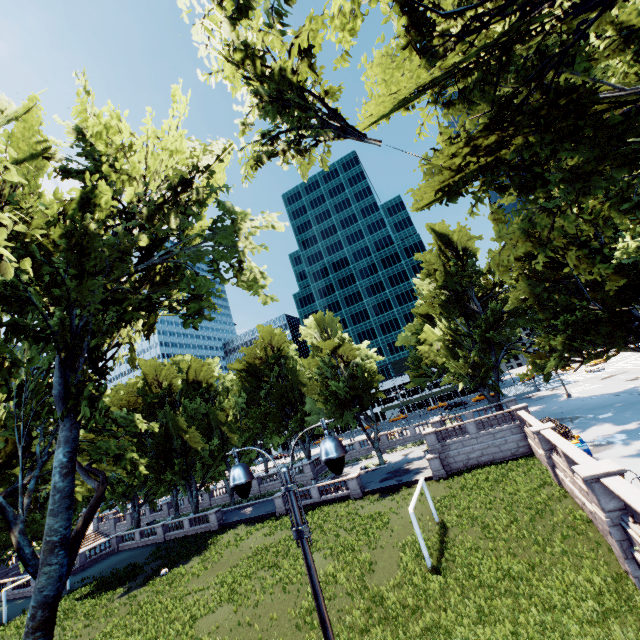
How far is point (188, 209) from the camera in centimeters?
1298cm

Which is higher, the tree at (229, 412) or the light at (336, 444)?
the tree at (229, 412)

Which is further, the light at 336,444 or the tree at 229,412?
the tree at 229,412

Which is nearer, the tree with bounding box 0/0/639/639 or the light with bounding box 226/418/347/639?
the light with bounding box 226/418/347/639

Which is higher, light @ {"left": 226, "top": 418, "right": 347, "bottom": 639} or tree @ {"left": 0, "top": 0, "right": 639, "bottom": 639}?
tree @ {"left": 0, "top": 0, "right": 639, "bottom": 639}
